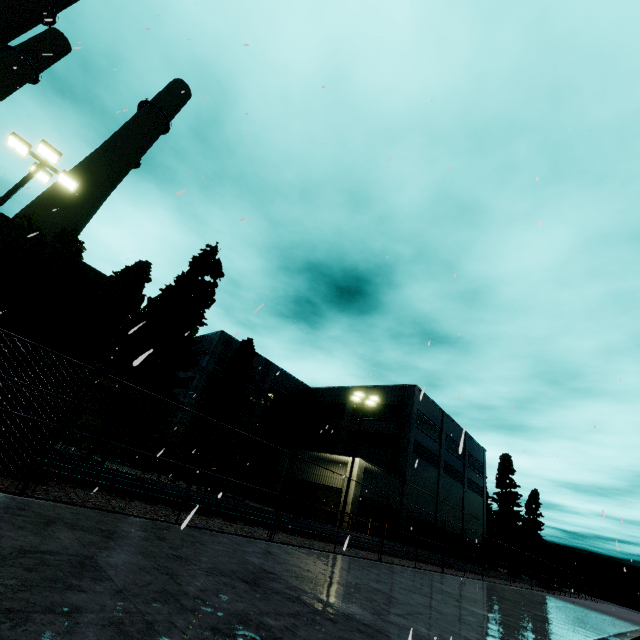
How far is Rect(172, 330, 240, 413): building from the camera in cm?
3331

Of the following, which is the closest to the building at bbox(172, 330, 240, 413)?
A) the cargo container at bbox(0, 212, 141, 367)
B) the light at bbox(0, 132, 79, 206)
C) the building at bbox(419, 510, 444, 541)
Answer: the cargo container at bbox(0, 212, 141, 367)

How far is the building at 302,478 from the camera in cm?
2581

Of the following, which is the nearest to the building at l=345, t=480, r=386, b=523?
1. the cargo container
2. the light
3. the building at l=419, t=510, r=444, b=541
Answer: the building at l=419, t=510, r=444, b=541

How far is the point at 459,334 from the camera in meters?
6.7 m

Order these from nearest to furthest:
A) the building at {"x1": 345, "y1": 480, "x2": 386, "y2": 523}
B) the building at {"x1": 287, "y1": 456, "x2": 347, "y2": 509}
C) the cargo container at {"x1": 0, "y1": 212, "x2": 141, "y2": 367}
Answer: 1. the cargo container at {"x1": 0, "y1": 212, "x2": 141, "y2": 367}
2. the building at {"x1": 345, "y1": 480, "x2": 386, "y2": 523}
3. the building at {"x1": 287, "y1": 456, "x2": 347, "y2": 509}

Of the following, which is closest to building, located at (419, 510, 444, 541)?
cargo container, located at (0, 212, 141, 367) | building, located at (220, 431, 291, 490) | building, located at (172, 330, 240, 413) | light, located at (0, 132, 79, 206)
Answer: building, located at (220, 431, 291, 490)

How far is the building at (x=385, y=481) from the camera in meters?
31.2 m
